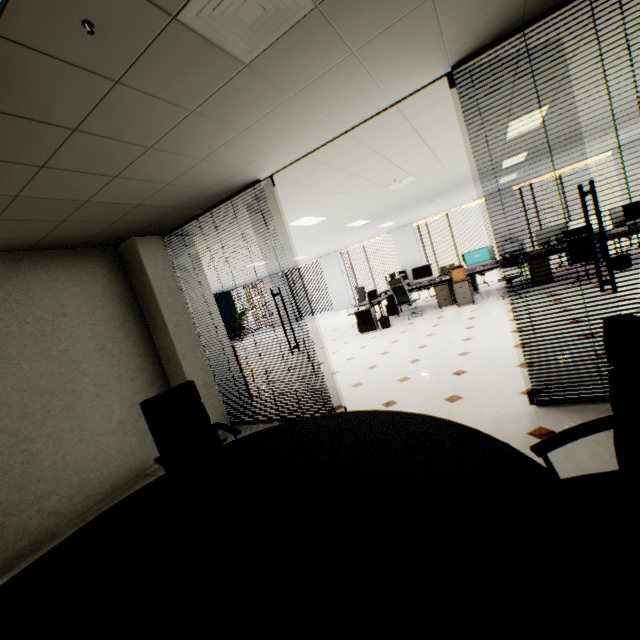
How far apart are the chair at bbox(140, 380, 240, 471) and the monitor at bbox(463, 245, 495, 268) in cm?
803

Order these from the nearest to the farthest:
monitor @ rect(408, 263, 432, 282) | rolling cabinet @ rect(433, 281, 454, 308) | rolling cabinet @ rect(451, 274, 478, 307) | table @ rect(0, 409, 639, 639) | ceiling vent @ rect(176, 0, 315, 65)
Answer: table @ rect(0, 409, 639, 639) → ceiling vent @ rect(176, 0, 315, 65) → rolling cabinet @ rect(451, 274, 478, 307) → rolling cabinet @ rect(433, 281, 454, 308) → monitor @ rect(408, 263, 432, 282)

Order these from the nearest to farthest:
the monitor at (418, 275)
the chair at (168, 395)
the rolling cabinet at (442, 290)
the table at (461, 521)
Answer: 1. the table at (461, 521)
2. the chair at (168, 395)
3. the rolling cabinet at (442, 290)
4. the monitor at (418, 275)

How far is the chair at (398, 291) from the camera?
8.5 meters

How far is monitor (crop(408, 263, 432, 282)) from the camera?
9.3m

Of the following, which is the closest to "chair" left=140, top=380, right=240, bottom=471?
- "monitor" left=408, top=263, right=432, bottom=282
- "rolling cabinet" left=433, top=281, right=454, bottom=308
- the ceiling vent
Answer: the ceiling vent

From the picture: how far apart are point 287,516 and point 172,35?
2.3m

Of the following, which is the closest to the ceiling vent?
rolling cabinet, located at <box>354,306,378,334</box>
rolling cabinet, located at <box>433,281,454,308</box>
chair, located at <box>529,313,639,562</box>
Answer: chair, located at <box>529,313,639,562</box>
